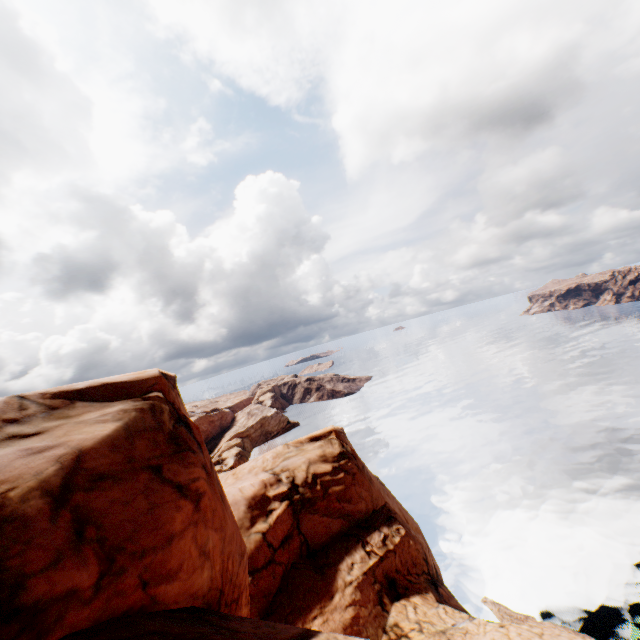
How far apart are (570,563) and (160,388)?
41.24m
